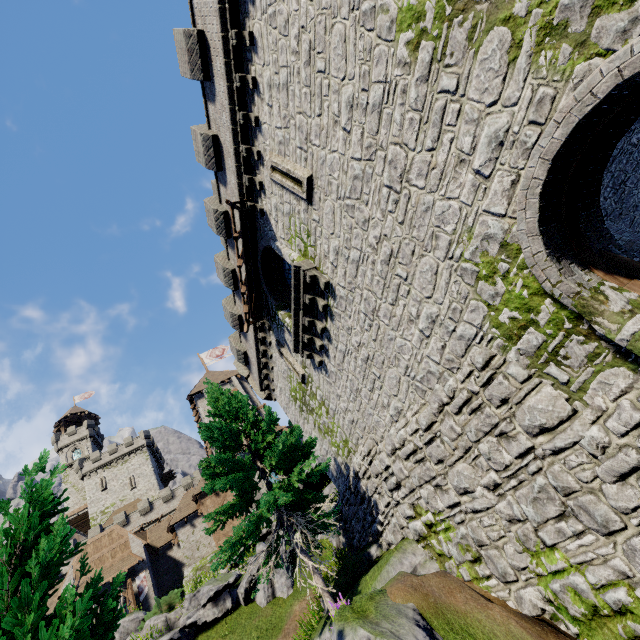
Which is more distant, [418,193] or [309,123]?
[309,123]

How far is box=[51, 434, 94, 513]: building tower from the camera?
52.44m

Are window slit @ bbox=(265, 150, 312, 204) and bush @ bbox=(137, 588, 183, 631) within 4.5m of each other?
no

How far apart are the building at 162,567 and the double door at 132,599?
0.0m

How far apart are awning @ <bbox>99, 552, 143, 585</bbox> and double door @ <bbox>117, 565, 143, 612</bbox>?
0.45m

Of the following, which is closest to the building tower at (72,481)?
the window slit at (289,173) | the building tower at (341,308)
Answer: the building tower at (341,308)

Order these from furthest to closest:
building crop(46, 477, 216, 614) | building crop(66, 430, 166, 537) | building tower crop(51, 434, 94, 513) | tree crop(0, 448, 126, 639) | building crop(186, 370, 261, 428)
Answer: building tower crop(51, 434, 94, 513) < building crop(66, 430, 166, 537) < building crop(186, 370, 261, 428) < building crop(46, 477, 216, 614) < tree crop(0, 448, 126, 639)

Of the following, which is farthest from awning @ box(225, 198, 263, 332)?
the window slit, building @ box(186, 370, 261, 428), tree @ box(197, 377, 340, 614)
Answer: building @ box(186, 370, 261, 428)
